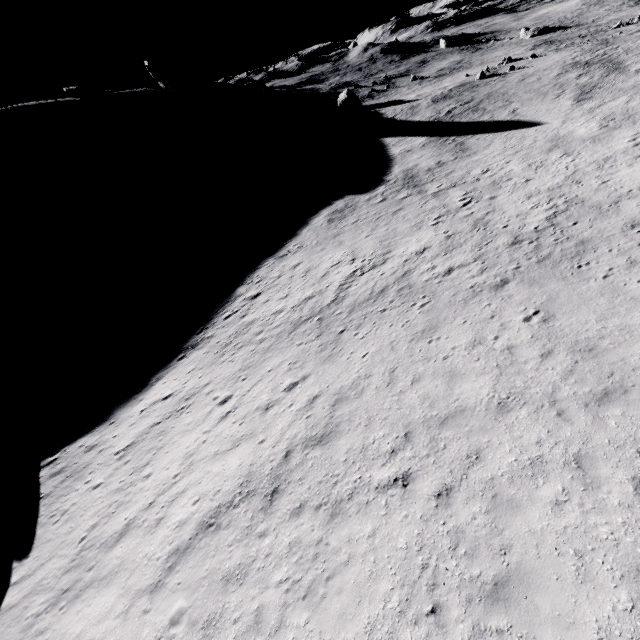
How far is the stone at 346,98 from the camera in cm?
5866

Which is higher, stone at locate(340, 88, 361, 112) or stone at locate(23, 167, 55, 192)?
stone at locate(23, 167, 55, 192)

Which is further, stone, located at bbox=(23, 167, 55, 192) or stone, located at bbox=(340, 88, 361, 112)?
stone, located at bbox=(340, 88, 361, 112)

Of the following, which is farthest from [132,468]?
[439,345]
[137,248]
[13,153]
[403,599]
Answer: [13,153]

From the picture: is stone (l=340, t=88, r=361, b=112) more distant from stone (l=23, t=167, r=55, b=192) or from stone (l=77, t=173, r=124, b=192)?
stone (l=23, t=167, r=55, b=192)

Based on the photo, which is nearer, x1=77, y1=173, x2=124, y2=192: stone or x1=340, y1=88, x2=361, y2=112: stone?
x1=77, y1=173, x2=124, y2=192: stone

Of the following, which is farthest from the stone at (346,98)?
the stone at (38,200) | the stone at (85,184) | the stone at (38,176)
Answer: Result: the stone at (38,200)

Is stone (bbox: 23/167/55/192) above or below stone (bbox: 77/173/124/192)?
above
